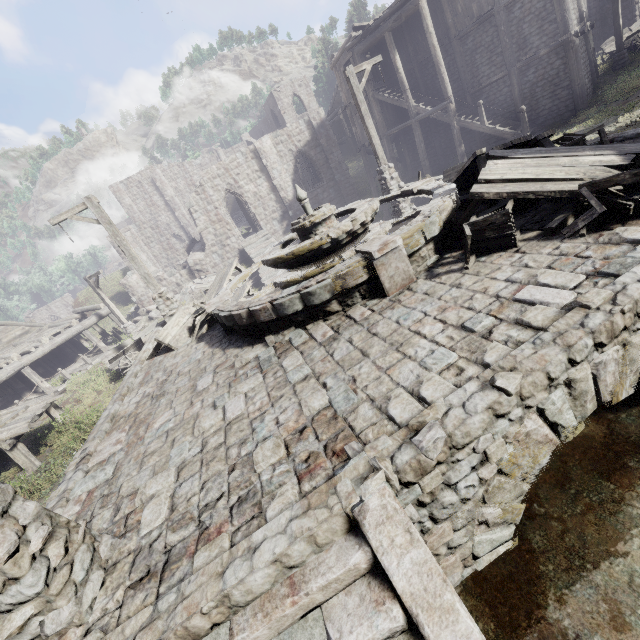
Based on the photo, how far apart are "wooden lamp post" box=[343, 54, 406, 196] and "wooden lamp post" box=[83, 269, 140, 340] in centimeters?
1636cm

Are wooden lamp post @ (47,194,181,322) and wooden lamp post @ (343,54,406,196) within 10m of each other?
yes

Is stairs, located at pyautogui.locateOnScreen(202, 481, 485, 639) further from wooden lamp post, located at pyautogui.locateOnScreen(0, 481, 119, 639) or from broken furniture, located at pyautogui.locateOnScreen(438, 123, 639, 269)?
broken furniture, located at pyautogui.locateOnScreen(438, 123, 639, 269)

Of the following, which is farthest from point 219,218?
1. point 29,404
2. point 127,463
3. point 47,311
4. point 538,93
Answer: point 47,311

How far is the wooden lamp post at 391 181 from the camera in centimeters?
1166cm

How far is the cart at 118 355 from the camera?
13.7 meters

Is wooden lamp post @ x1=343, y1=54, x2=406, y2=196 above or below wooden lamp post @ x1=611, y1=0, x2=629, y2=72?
above

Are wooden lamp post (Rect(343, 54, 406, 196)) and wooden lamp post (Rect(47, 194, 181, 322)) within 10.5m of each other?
yes
